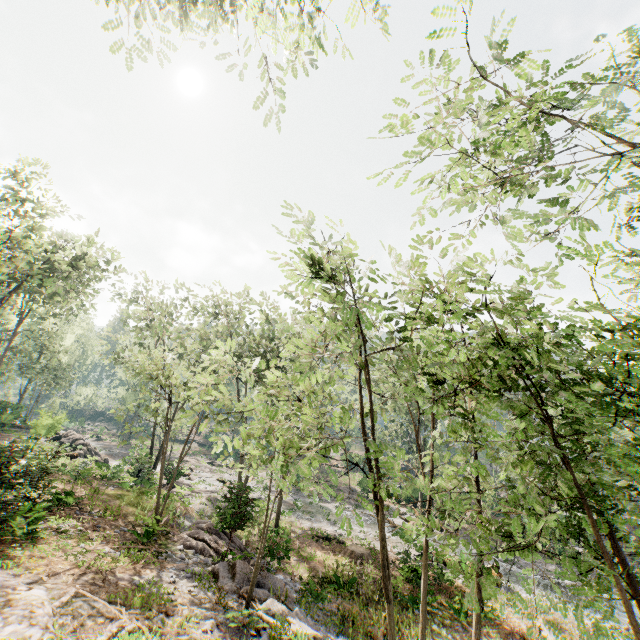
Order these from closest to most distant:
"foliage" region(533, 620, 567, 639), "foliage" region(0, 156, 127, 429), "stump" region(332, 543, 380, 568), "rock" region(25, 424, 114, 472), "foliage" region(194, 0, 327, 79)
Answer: "foliage" region(533, 620, 567, 639), "foliage" region(194, 0, 327, 79), "stump" region(332, 543, 380, 568), "foliage" region(0, 156, 127, 429), "rock" region(25, 424, 114, 472)

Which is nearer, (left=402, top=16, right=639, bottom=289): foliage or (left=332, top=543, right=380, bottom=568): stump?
(left=402, top=16, right=639, bottom=289): foliage

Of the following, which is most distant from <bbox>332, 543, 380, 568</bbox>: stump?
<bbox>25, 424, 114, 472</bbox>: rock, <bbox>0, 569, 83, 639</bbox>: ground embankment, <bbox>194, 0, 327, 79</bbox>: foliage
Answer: <bbox>25, 424, 114, 472</bbox>: rock

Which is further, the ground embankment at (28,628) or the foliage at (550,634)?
the ground embankment at (28,628)

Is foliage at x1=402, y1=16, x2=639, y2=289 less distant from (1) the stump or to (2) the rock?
(2) the rock

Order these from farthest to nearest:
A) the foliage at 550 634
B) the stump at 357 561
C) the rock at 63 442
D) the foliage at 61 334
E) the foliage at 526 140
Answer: the rock at 63 442 → the foliage at 61 334 → the stump at 357 561 → the foliage at 526 140 → the foliage at 550 634

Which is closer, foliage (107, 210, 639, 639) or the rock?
foliage (107, 210, 639, 639)

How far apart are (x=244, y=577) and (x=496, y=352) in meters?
14.3 m
